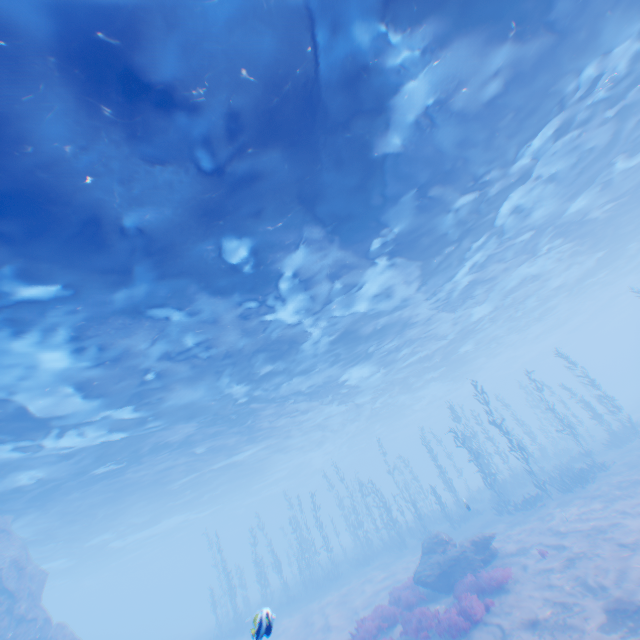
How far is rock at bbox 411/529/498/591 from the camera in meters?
13.9 m

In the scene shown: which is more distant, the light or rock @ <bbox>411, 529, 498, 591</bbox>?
rock @ <bbox>411, 529, 498, 591</bbox>

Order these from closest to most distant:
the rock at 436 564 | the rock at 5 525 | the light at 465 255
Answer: the light at 465 255 → the rock at 436 564 → the rock at 5 525

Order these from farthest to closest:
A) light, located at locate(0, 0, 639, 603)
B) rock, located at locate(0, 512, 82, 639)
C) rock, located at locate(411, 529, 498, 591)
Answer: rock, located at locate(0, 512, 82, 639) → rock, located at locate(411, 529, 498, 591) → light, located at locate(0, 0, 639, 603)

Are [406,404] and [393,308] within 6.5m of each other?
no

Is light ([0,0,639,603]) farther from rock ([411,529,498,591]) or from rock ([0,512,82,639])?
rock ([411,529,498,591])

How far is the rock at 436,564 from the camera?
13.9 meters
